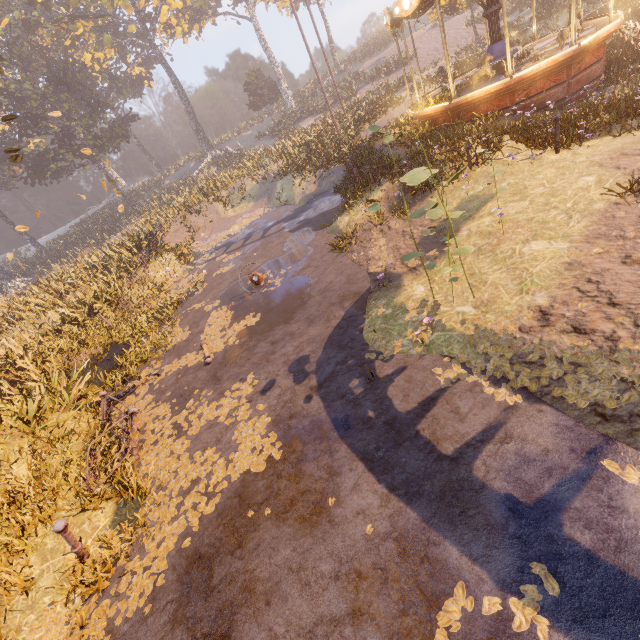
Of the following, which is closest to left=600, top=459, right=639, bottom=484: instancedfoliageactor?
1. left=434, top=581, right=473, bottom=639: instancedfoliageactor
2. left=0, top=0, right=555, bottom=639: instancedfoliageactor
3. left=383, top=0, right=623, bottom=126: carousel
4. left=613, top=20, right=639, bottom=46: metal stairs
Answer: left=434, top=581, right=473, bottom=639: instancedfoliageactor

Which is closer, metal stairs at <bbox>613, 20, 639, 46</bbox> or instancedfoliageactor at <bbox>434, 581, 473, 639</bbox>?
instancedfoliageactor at <bbox>434, 581, 473, 639</bbox>

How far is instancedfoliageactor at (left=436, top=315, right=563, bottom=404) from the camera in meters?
4.2

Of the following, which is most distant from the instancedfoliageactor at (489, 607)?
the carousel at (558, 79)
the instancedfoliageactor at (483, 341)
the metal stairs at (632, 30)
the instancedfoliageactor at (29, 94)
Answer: the metal stairs at (632, 30)

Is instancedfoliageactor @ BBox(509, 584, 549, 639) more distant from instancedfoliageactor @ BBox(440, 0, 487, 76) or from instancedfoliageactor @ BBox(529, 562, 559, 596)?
instancedfoliageactor @ BBox(440, 0, 487, 76)

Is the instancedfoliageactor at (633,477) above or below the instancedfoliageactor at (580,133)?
below

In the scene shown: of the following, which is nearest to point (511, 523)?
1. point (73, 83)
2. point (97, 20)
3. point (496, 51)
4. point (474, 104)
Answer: point (474, 104)
